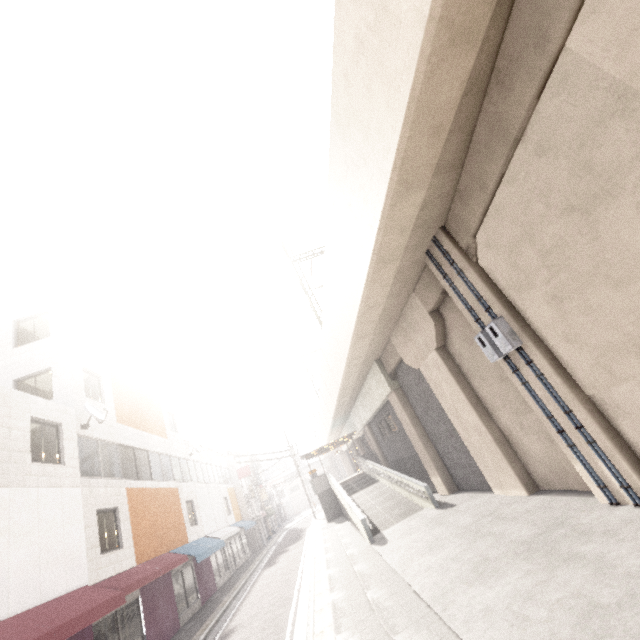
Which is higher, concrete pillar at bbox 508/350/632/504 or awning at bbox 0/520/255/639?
awning at bbox 0/520/255/639

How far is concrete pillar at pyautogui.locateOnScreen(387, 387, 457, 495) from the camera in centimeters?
1475cm

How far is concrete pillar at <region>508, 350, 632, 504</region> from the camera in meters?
6.3

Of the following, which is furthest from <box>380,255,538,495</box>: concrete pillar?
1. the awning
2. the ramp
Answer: the awning

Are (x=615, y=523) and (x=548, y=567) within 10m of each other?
yes

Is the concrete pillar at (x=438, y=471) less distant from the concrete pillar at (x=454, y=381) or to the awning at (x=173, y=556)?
the concrete pillar at (x=454, y=381)

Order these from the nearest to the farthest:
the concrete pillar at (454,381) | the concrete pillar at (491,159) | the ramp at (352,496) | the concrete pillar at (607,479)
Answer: the concrete pillar at (491,159), the concrete pillar at (607,479), the concrete pillar at (454,381), the ramp at (352,496)

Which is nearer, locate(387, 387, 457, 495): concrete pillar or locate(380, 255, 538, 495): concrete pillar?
locate(380, 255, 538, 495): concrete pillar
